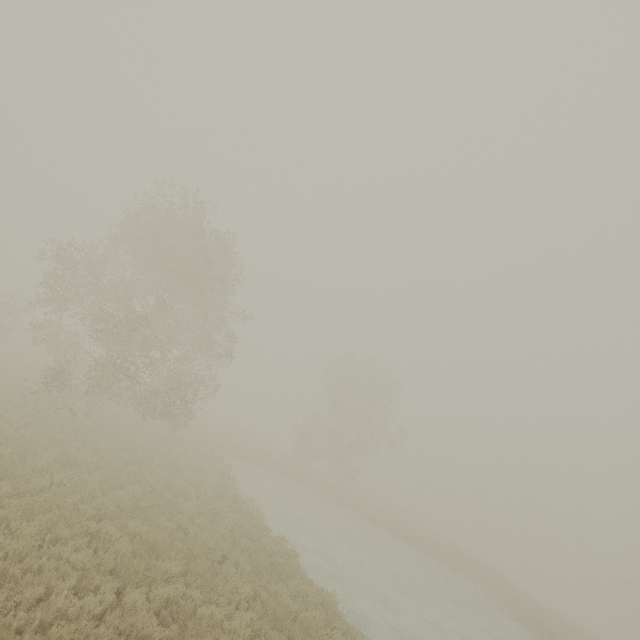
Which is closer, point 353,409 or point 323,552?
point 323,552
